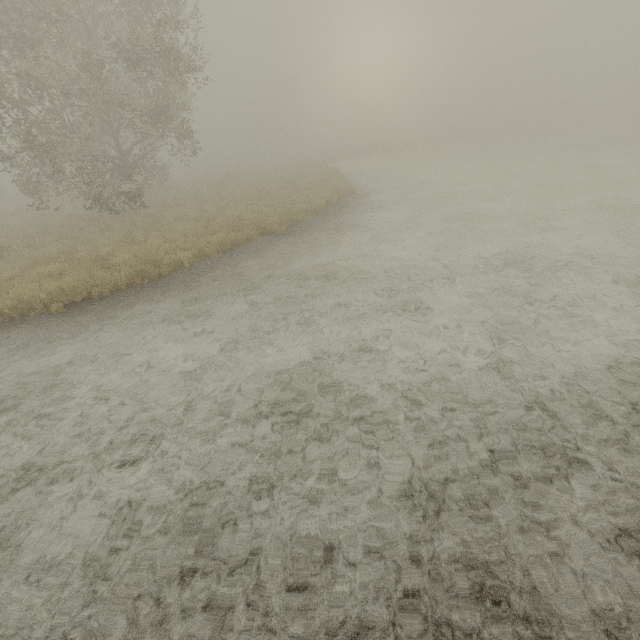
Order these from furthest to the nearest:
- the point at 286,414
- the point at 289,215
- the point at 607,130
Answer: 1. the point at 607,130
2. the point at 289,215
3. the point at 286,414
